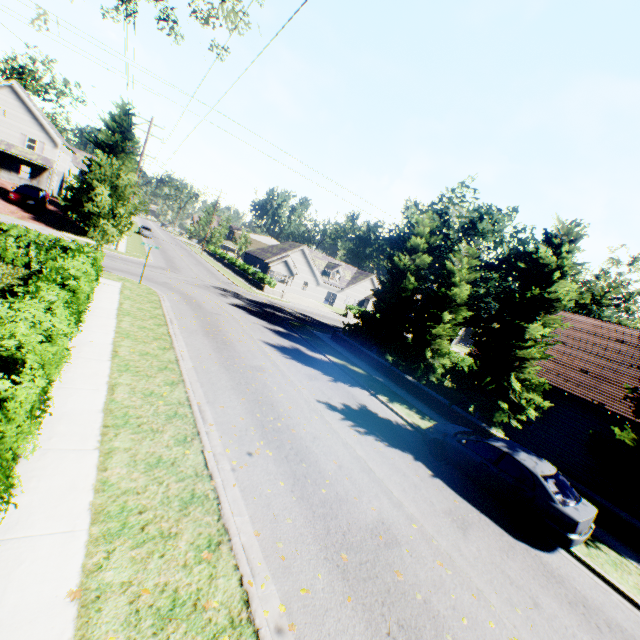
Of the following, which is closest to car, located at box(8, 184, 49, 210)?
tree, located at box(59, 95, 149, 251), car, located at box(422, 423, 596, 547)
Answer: tree, located at box(59, 95, 149, 251)

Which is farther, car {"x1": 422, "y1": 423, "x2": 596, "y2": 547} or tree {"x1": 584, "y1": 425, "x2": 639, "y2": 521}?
tree {"x1": 584, "y1": 425, "x2": 639, "y2": 521}

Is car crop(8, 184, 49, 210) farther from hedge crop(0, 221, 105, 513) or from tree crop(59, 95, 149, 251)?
hedge crop(0, 221, 105, 513)

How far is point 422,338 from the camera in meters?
19.1 m

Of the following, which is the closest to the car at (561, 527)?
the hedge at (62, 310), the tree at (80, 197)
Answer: the tree at (80, 197)

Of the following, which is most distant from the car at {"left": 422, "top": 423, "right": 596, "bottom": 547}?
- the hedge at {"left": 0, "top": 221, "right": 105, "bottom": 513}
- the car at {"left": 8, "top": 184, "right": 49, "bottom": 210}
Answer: the car at {"left": 8, "top": 184, "right": 49, "bottom": 210}

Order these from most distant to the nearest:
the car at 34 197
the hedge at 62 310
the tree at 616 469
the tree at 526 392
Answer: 1. the car at 34 197
2. the tree at 526 392
3. the tree at 616 469
4. the hedge at 62 310

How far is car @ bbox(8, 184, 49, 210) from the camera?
28.1 meters
